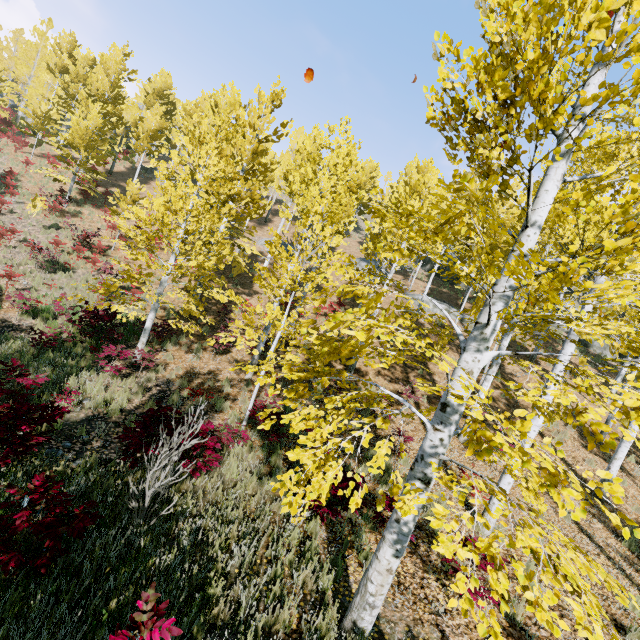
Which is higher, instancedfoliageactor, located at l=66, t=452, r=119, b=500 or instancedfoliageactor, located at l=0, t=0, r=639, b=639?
instancedfoliageactor, located at l=0, t=0, r=639, b=639

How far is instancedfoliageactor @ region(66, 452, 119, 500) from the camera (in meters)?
4.72

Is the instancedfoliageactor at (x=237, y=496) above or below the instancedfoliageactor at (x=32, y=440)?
below

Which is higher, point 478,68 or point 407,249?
point 478,68

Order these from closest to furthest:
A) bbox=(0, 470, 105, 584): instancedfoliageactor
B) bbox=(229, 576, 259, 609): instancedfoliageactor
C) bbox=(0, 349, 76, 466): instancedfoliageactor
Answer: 1. bbox=(0, 470, 105, 584): instancedfoliageactor
2. bbox=(229, 576, 259, 609): instancedfoliageactor
3. bbox=(0, 349, 76, 466): instancedfoliageactor

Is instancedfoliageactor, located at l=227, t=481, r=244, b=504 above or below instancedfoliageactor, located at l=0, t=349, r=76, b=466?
below

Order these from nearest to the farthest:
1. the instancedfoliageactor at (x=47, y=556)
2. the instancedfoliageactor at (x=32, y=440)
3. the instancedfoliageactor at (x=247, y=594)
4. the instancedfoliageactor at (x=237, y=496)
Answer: the instancedfoliageactor at (x=47, y=556) → the instancedfoliageactor at (x=247, y=594) → the instancedfoliageactor at (x=32, y=440) → the instancedfoliageactor at (x=237, y=496)
